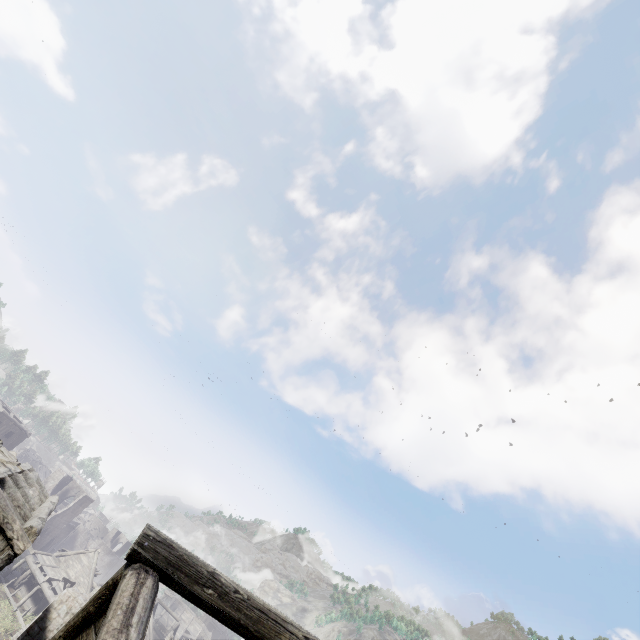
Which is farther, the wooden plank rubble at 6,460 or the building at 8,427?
the building at 8,427

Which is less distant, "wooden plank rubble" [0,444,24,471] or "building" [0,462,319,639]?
"building" [0,462,319,639]

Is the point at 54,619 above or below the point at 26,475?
below

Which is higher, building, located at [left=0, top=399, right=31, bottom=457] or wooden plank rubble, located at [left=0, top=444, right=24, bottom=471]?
wooden plank rubble, located at [left=0, top=444, right=24, bottom=471]

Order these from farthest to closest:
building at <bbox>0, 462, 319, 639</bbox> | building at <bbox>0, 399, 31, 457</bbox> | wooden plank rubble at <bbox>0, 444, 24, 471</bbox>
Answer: building at <bbox>0, 399, 31, 457</bbox>, wooden plank rubble at <bbox>0, 444, 24, 471</bbox>, building at <bbox>0, 462, 319, 639</bbox>

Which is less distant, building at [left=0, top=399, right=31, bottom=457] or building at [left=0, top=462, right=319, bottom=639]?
building at [left=0, top=462, right=319, bottom=639]

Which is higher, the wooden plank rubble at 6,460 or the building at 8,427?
the wooden plank rubble at 6,460
